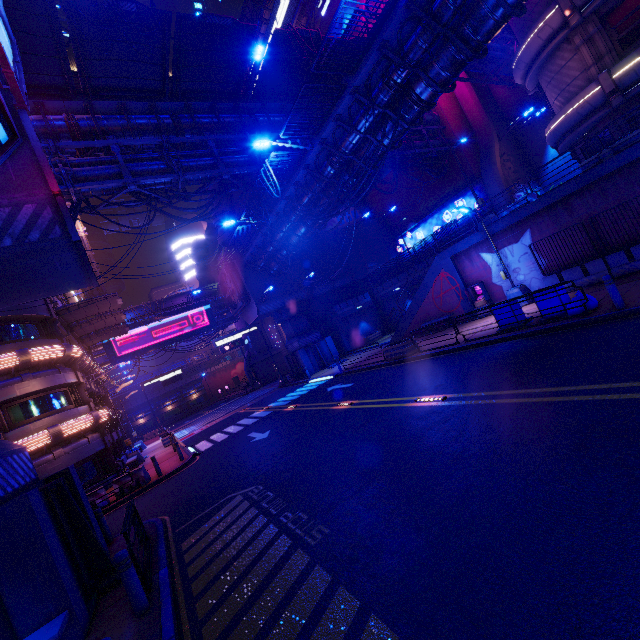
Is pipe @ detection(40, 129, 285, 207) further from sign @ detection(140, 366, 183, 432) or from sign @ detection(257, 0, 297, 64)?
sign @ detection(257, 0, 297, 64)

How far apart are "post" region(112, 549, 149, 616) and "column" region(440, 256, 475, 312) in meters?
19.9 m

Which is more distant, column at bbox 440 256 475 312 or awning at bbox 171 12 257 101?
column at bbox 440 256 475 312

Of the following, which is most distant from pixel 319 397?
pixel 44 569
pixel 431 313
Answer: pixel 44 569

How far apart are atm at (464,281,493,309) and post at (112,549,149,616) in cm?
1894

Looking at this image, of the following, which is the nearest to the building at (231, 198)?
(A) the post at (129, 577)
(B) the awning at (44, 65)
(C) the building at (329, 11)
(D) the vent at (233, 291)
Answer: (D) the vent at (233, 291)

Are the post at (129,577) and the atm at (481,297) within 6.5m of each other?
no

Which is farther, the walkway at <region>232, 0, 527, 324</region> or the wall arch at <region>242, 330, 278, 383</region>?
the wall arch at <region>242, 330, 278, 383</region>
